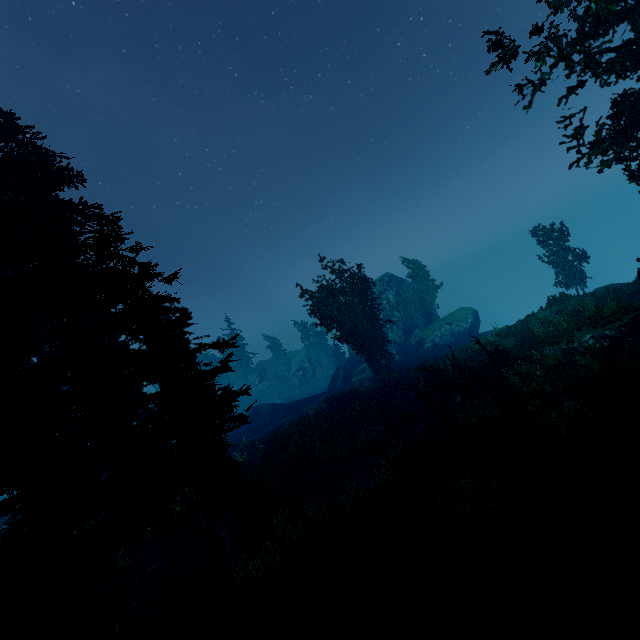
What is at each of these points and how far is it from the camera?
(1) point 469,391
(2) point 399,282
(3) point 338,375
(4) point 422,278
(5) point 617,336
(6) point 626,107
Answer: (1) tree, 17.05m
(2) rock, 51.72m
(3) rock, 46.97m
(4) instancedfoliageactor, 47.50m
(5) rock, 16.58m
(6) instancedfoliageactor, 15.05m

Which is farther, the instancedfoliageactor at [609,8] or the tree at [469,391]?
the tree at [469,391]

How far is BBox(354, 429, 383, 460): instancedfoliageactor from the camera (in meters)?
17.48

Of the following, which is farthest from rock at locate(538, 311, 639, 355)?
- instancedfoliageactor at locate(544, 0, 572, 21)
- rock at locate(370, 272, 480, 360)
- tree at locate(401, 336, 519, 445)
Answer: rock at locate(370, 272, 480, 360)

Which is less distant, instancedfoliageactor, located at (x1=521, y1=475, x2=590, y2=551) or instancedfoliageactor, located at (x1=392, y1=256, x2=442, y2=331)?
instancedfoliageactor, located at (x1=521, y1=475, x2=590, y2=551)

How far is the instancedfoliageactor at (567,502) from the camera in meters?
6.9

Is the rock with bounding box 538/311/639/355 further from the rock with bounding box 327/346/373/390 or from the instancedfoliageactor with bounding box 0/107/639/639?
the rock with bounding box 327/346/373/390
